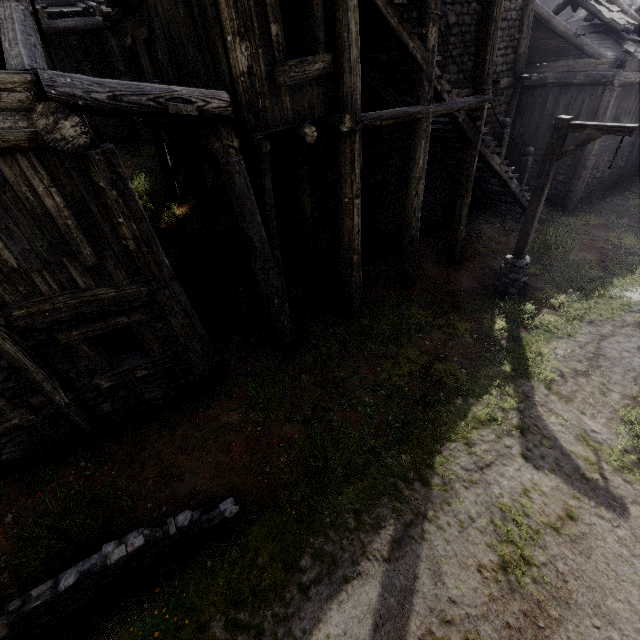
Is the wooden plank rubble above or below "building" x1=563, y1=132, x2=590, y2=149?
above

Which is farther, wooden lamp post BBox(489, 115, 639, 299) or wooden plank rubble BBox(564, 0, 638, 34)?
wooden plank rubble BBox(564, 0, 638, 34)

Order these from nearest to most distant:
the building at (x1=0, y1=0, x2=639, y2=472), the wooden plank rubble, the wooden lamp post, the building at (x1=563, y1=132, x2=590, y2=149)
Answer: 1. the building at (x1=0, y1=0, x2=639, y2=472)
2. the wooden lamp post
3. the wooden plank rubble
4. the building at (x1=563, y1=132, x2=590, y2=149)

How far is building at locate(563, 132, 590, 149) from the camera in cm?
1350

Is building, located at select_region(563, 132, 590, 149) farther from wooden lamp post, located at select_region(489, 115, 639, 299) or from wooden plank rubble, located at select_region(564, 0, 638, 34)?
wooden lamp post, located at select_region(489, 115, 639, 299)

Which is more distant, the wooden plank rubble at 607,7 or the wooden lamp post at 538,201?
the wooden plank rubble at 607,7

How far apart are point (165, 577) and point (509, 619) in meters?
4.7 m

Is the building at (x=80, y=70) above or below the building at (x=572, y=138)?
below
